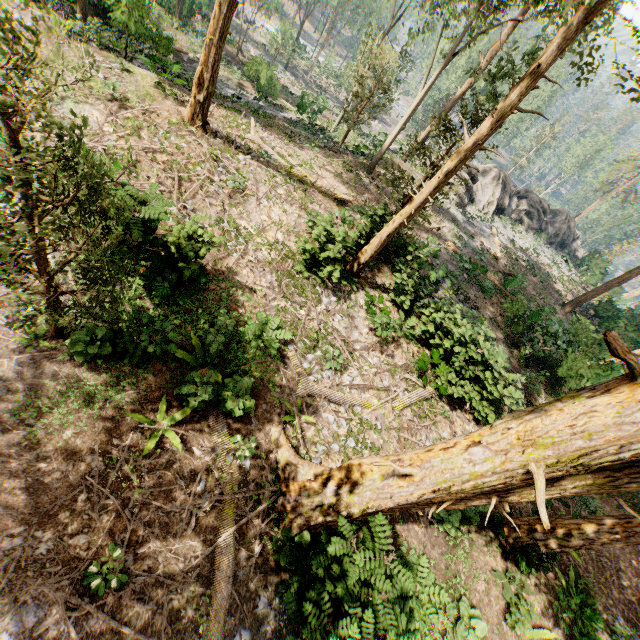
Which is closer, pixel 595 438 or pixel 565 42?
pixel 595 438

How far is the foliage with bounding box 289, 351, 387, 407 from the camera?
10.1 meters

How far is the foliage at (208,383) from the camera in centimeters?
743cm

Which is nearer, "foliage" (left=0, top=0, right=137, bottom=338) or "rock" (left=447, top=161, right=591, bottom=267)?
"foliage" (left=0, top=0, right=137, bottom=338)

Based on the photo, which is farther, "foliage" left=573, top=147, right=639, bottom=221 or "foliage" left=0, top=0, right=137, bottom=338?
"foliage" left=573, top=147, right=639, bottom=221
